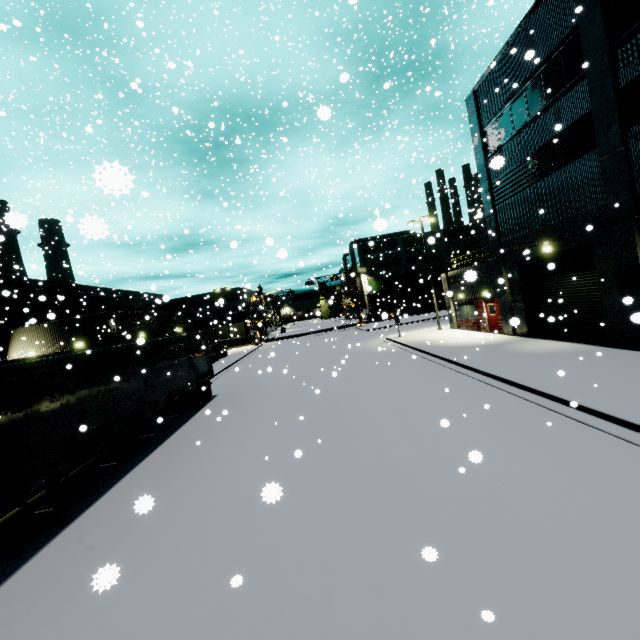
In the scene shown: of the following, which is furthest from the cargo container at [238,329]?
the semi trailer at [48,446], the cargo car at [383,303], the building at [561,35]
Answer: the semi trailer at [48,446]

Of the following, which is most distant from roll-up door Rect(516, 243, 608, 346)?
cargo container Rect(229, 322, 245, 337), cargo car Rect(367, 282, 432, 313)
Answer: cargo container Rect(229, 322, 245, 337)

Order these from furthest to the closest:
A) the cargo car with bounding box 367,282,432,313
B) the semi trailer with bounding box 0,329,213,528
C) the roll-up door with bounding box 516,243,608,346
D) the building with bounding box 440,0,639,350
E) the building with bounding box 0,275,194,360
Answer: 1. the cargo car with bounding box 367,282,432,313
2. the building with bounding box 0,275,194,360
3. the roll-up door with bounding box 516,243,608,346
4. the building with bounding box 440,0,639,350
5. the semi trailer with bounding box 0,329,213,528

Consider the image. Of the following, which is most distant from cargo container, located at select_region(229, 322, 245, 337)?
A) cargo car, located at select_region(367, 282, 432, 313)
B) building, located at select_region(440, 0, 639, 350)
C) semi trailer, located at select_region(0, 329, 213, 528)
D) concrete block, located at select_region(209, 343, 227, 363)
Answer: concrete block, located at select_region(209, 343, 227, 363)

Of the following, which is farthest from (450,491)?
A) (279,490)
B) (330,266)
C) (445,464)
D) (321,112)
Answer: (330,266)

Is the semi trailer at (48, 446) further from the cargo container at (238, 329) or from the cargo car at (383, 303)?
the cargo container at (238, 329)

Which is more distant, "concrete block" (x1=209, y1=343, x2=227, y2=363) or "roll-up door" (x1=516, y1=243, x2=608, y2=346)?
"concrete block" (x1=209, y1=343, x2=227, y2=363)

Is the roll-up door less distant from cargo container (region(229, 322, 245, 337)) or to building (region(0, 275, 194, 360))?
building (region(0, 275, 194, 360))
